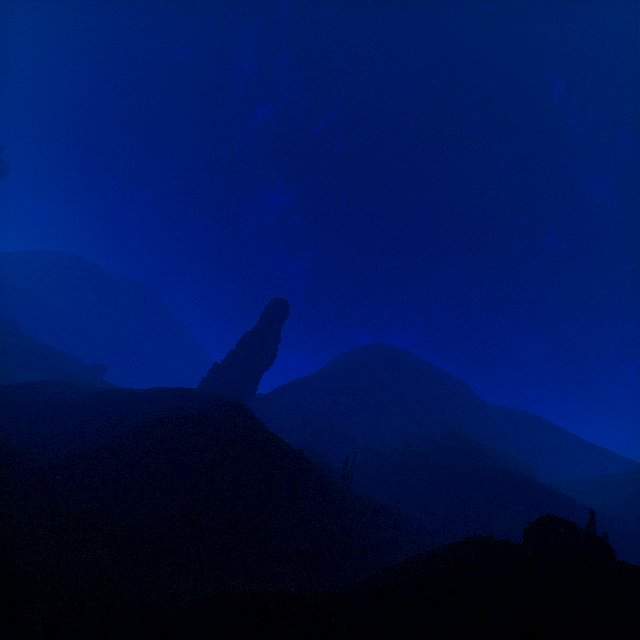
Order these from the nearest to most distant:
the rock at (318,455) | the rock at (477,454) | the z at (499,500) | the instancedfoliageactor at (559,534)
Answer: the z at (499,500), the instancedfoliageactor at (559,534), the rock at (318,455), the rock at (477,454)

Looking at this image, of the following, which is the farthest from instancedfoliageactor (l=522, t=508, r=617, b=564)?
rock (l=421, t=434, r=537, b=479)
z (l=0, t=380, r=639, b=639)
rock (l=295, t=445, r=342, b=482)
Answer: rock (l=295, t=445, r=342, b=482)

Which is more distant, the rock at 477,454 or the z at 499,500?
the rock at 477,454

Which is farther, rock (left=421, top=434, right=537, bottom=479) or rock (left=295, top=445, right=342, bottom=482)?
rock (left=421, top=434, right=537, bottom=479)

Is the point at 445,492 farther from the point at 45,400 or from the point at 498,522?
the point at 45,400

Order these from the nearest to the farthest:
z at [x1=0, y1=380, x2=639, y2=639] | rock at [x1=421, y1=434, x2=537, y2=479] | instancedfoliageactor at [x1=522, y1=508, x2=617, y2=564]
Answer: z at [x1=0, y1=380, x2=639, y2=639], instancedfoliageactor at [x1=522, y1=508, x2=617, y2=564], rock at [x1=421, y1=434, x2=537, y2=479]

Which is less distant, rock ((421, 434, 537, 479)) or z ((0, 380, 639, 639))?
z ((0, 380, 639, 639))

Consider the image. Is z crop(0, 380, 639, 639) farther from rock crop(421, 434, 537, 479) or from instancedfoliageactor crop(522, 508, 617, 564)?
instancedfoliageactor crop(522, 508, 617, 564)
